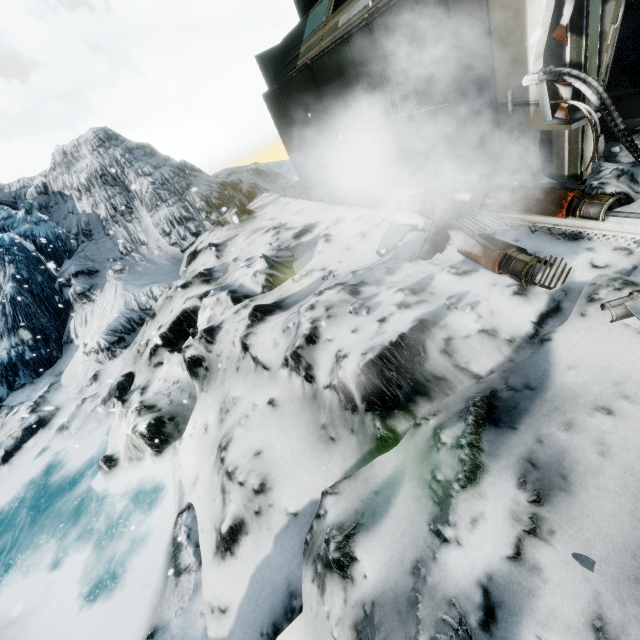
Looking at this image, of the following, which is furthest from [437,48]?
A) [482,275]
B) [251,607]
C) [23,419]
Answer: [23,419]

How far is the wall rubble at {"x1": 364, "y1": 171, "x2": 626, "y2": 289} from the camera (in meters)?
3.24

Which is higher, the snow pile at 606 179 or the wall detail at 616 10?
the wall detail at 616 10

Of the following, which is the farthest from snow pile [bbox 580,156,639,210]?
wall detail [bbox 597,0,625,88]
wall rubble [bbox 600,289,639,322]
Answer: wall rubble [bbox 600,289,639,322]

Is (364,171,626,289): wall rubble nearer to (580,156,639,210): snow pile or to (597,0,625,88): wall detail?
(580,156,639,210): snow pile

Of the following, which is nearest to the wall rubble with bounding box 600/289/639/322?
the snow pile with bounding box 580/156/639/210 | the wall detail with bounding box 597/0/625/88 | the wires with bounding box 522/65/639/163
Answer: the wires with bounding box 522/65/639/163

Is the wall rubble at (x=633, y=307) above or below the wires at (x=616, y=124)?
below

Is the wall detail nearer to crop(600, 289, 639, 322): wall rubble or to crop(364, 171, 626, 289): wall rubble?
crop(364, 171, 626, 289): wall rubble
